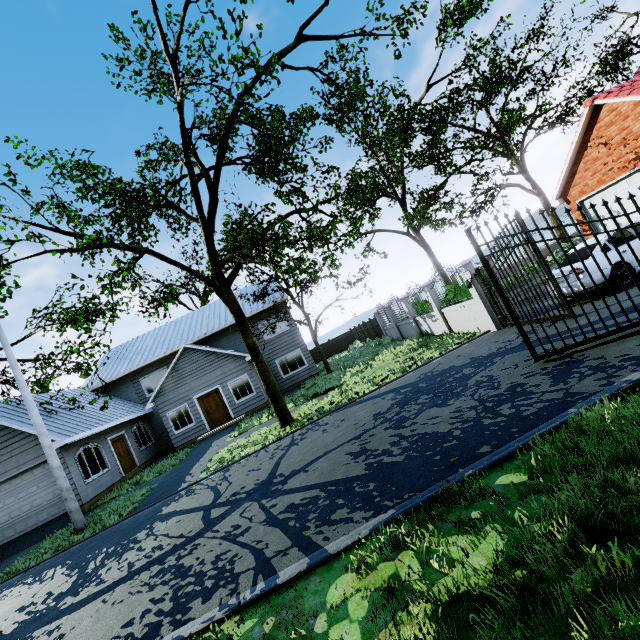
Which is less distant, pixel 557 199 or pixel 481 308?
pixel 481 308

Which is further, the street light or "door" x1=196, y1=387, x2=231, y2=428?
"door" x1=196, y1=387, x2=231, y2=428

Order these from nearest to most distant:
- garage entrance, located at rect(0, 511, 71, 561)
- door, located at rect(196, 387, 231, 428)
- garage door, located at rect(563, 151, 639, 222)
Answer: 1. garage door, located at rect(563, 151, 639, 222)
2. garage entrance, located at rect(0, 511, 71, 561)
3. door, located at rect(196, 387, 231, 428)

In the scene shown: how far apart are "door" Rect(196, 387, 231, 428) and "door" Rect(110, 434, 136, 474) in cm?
441

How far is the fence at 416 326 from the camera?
10.94m

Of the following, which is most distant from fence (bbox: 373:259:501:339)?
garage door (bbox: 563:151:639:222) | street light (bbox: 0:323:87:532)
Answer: street light (bbox: 0:323:87:532)

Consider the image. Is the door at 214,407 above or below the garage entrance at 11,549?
above

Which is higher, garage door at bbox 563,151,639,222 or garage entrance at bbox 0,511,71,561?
garage door at bbox 563,151,639,222
